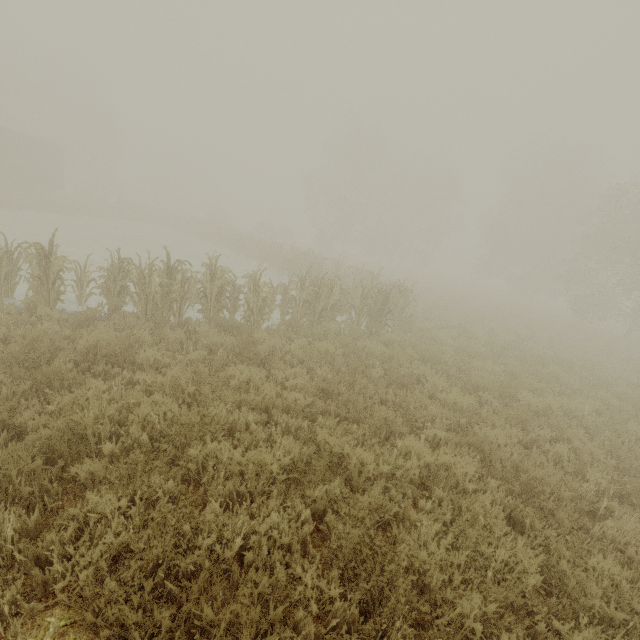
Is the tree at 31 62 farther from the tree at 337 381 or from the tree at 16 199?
the tree at 16 199

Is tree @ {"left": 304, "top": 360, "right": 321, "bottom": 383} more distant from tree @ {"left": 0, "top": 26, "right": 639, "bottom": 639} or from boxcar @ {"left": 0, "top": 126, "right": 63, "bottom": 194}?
boxcar @ {"left": 0, "top": 126, "right": 63, "bottom": 194}

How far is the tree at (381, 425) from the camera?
5.0 meters

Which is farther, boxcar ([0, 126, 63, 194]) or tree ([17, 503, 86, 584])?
boxcar ([0, 126, 63, 194])

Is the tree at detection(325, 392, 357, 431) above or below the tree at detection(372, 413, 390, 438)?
below

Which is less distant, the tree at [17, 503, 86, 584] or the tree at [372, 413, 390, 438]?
the tree at [17, 503, 86, 584]

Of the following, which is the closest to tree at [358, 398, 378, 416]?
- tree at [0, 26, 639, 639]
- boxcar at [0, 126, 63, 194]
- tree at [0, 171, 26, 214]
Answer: tree at [0, 26, 639, 639]

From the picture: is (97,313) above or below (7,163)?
below
